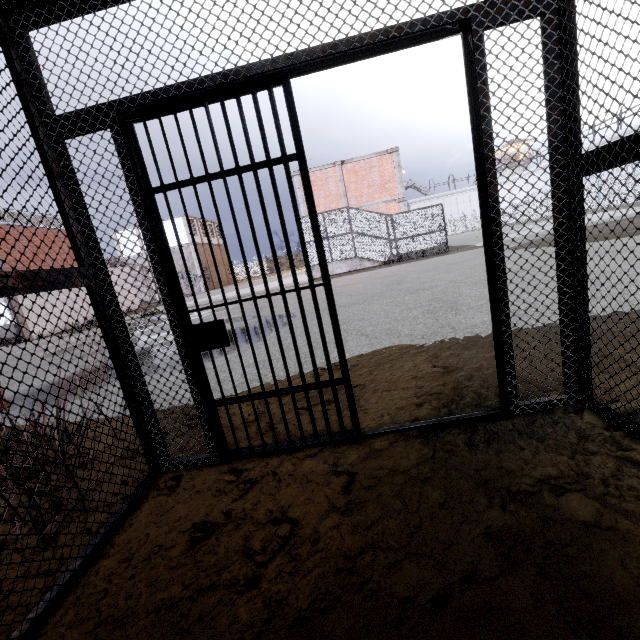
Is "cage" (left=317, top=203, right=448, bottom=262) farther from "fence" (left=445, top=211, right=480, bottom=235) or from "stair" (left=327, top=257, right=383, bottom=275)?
"fence" (left=445, top=211, right=480, bottom=235)

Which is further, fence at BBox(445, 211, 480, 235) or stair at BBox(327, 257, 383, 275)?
fence at BBox(445, 211, 480, 235)

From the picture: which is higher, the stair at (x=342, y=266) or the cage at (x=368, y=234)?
the cage at (x=368, y=234)

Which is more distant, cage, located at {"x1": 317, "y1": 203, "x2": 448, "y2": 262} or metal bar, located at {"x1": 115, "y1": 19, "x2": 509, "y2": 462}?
cage, located at {"x1": 317, "y1": 203, "x2": 448, "y2": 262}

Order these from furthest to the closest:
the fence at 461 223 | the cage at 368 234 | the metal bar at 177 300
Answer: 1. the fence at 461 223
2. the cage at 368 234
3. the metal bar at 177 300

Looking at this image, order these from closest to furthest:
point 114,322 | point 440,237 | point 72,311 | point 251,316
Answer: point 114,322
point 251,316
point 440,237
point 72,311

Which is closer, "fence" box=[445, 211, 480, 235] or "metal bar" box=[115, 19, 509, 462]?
"metal bar" box=[115, 19, 509, 462]

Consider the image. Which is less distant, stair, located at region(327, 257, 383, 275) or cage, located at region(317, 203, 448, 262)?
cage, located at region(317, 203, 448, 262)
